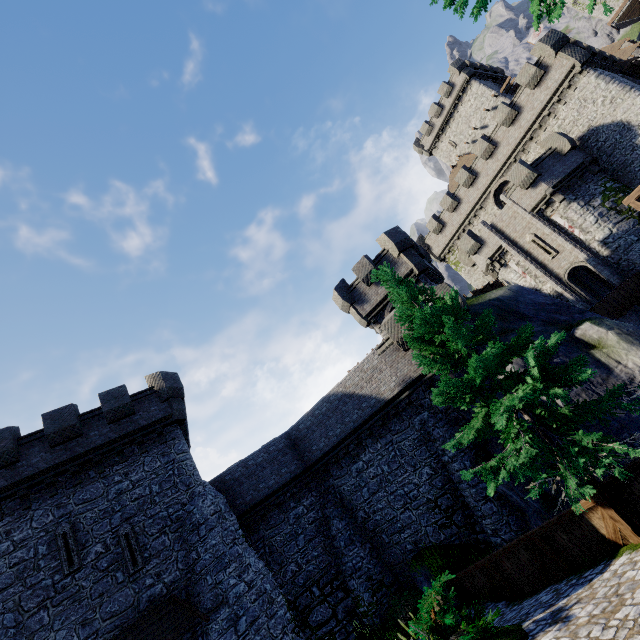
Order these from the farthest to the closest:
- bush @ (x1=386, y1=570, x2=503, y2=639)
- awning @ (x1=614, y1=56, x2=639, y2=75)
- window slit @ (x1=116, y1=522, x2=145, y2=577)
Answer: awning @ (x1=614, y1=56, x2=639, y2=75) → window slit @ (x1=116, y1=522, x2=145, y2=577) → bush @ (x1=386, y1=570, x2=503, y2=639)

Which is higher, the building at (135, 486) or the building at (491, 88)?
the building at (491, 88)

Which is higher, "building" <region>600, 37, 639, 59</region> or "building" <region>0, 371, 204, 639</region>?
"building" <region>600, 37, 639, 59</region>

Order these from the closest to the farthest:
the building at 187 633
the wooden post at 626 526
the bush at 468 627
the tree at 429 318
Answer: the bush at 468 627 → the wooden post at 626 526 → the tree at 429 318 → the building at 187 633

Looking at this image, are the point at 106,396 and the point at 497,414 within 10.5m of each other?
no

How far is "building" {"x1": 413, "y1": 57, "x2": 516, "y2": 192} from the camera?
41.19m

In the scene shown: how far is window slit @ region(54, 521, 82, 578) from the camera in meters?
13.9 m

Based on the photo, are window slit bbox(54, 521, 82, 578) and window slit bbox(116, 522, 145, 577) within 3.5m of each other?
yes
